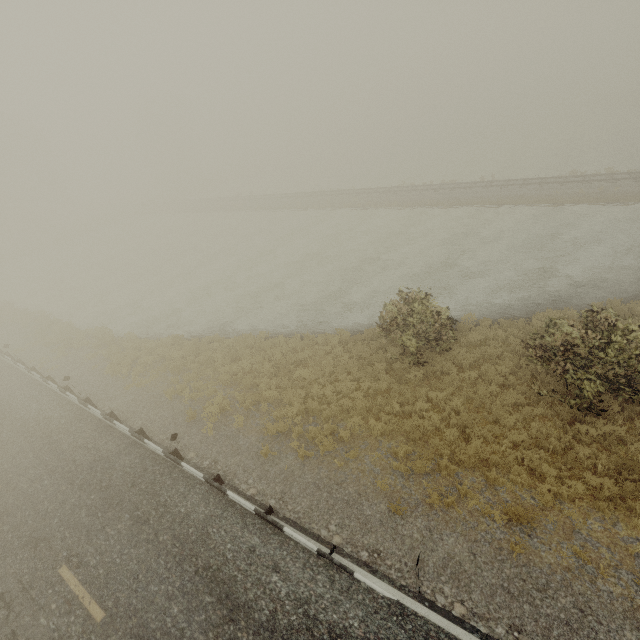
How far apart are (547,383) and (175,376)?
15.44m
